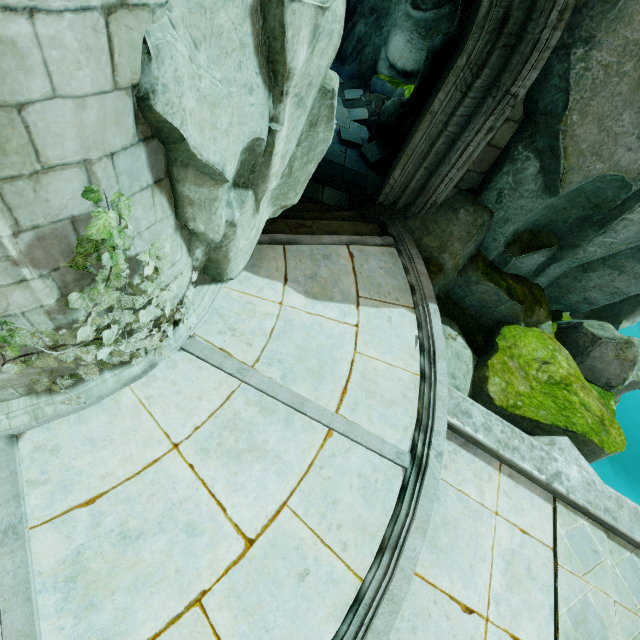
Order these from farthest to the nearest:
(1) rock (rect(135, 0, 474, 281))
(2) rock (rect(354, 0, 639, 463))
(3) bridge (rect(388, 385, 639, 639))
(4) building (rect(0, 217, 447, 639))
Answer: (2) rock (rect(354, 0, 639, 463)), (3) bridge (rect(388, 385, 639, 639)), (4) building (rect(0, 217, 447, 639)), (1) rock (rect(135, 0, 474, 281))

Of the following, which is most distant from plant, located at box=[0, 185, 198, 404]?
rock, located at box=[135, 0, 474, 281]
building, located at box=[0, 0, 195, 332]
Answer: rock, located at box=[135, 0, 474, 281]

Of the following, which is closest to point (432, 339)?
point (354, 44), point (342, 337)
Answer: point (342, 337)

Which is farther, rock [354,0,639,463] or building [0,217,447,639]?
rock [354,0,639,463]

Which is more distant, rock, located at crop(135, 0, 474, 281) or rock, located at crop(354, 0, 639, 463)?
rock, located at crop(354, 0, 639, 463)

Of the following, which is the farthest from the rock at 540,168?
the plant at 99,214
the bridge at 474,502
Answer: the plant at 99,214

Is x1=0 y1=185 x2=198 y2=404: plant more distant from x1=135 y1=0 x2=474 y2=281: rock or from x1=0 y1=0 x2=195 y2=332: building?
x1=135 y1=0 x2=474 y2=281: rock
